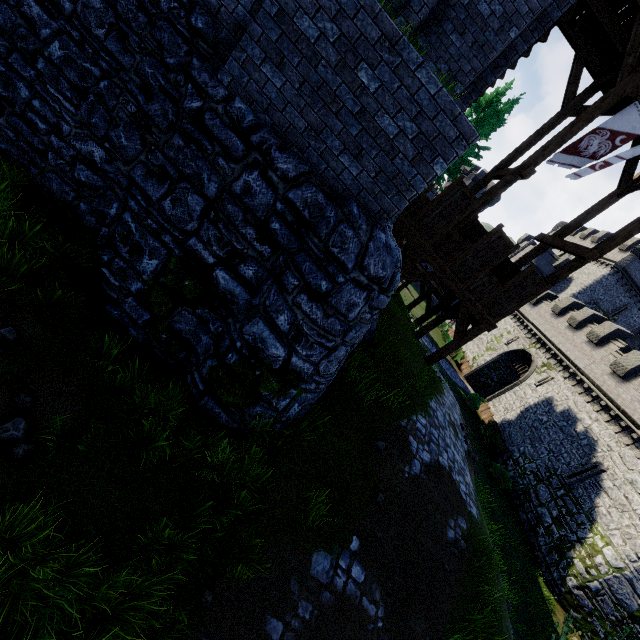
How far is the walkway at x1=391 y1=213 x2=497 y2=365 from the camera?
11.7 meters

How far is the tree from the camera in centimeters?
2794cm

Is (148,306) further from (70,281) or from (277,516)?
(277,516)

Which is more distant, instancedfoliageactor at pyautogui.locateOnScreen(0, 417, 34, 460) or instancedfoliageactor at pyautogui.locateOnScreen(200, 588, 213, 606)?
instancedfoliageactor at pyautogui.locateOnScreen(200, 588, 213, 606)

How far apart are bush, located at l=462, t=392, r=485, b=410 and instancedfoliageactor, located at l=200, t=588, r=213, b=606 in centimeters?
2687cm

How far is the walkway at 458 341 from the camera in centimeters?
1166cm

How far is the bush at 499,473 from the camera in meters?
20.2

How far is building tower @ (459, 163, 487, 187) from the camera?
46.4 meters
